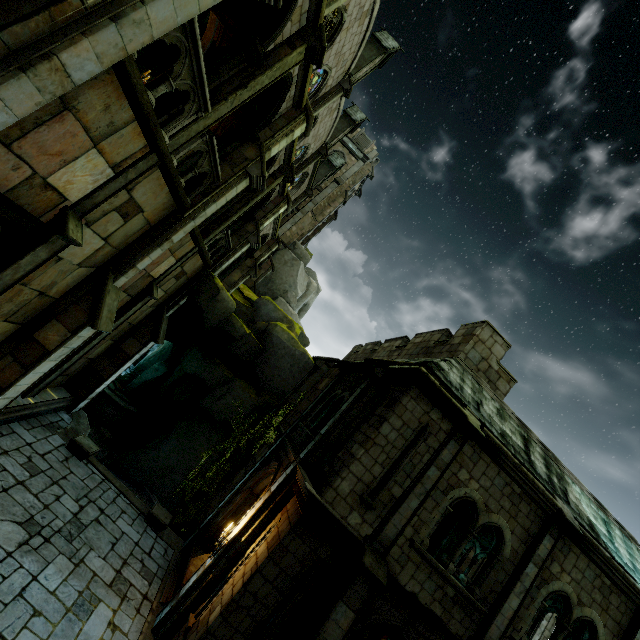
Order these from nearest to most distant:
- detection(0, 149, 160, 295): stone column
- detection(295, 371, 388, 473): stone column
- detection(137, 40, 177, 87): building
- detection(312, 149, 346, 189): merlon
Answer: detection(0, 149, 160, 295): stone column → detection(295, 371, 388, 473): stone column → detection(137, 40, 177, 87): building → detection(312, 149, 346, 189): merlon

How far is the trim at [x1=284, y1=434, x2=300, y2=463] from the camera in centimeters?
1077cm

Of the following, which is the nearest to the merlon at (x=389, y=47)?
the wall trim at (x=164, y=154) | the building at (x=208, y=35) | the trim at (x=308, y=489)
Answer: the building at (x=208, y=35)

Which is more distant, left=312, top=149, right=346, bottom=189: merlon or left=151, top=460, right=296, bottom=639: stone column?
left=312, top=149, right=346, bottom=189: merlon

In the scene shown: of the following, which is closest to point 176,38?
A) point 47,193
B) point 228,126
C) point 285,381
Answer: point 47,193

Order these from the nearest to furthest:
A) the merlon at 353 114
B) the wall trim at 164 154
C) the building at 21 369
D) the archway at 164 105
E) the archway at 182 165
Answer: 1. the wall trim at 164 154
2. the archway at 164 105
3. the building at 21 369
4. the archway at 182 165
5. the merlon at 353 114

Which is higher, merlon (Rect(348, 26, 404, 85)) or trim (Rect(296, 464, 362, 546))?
merlon (Rect(348, 26, 404, 85))

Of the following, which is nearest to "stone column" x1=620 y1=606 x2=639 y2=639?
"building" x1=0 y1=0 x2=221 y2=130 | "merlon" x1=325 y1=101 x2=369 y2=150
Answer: "building" x1=0 y1=0 x2=221 y2=130
